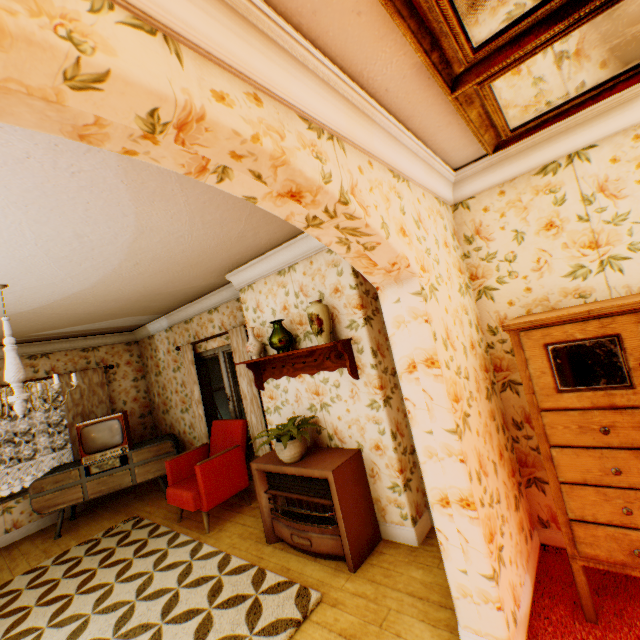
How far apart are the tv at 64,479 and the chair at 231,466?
0.9m

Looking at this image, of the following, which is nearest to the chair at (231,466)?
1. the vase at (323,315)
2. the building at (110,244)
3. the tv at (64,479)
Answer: the building at (110,244)

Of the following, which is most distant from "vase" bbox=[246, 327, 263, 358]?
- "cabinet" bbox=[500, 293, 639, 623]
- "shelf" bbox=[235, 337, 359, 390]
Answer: "cabinet" bbox=[500, 293, 639, 623]

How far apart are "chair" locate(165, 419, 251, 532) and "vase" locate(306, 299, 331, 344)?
2.3m

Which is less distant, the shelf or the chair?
the shelf

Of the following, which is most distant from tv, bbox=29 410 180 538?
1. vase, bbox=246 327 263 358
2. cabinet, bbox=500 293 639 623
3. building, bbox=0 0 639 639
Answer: cabinet, bbox=500 293 639 623

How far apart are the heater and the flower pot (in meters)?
0.05

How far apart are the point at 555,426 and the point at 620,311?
0.7 meters
